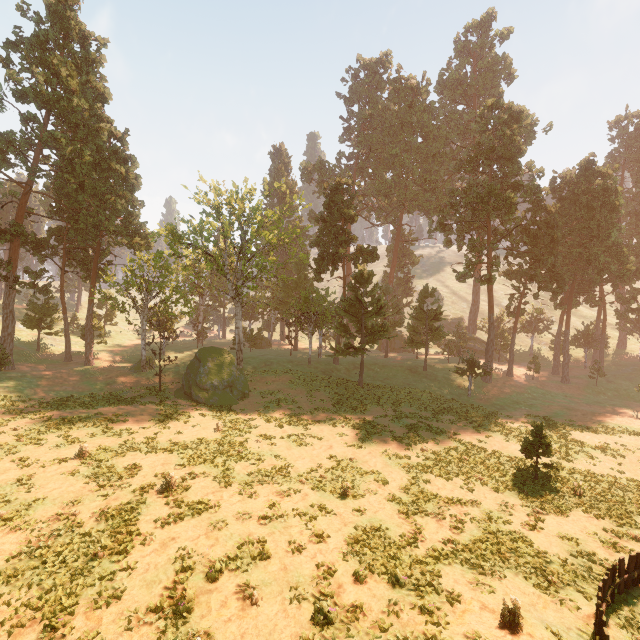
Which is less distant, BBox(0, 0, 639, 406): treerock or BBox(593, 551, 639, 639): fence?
BBox(593, 551, 639, 639): fence

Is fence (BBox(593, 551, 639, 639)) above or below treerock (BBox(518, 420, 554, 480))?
below

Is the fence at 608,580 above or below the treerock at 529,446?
below

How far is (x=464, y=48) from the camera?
58.8 meters

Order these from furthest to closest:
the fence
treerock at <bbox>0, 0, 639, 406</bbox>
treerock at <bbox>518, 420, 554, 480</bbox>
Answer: treerock at <bbox>0, 0, 639, 406</bbox>, treerock at <bbox>518, 420, 554, 480</bbox>, the fence

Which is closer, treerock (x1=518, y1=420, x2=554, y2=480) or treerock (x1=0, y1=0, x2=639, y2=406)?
treerock (x1=518, y1=420, x2=554, y2=480)
